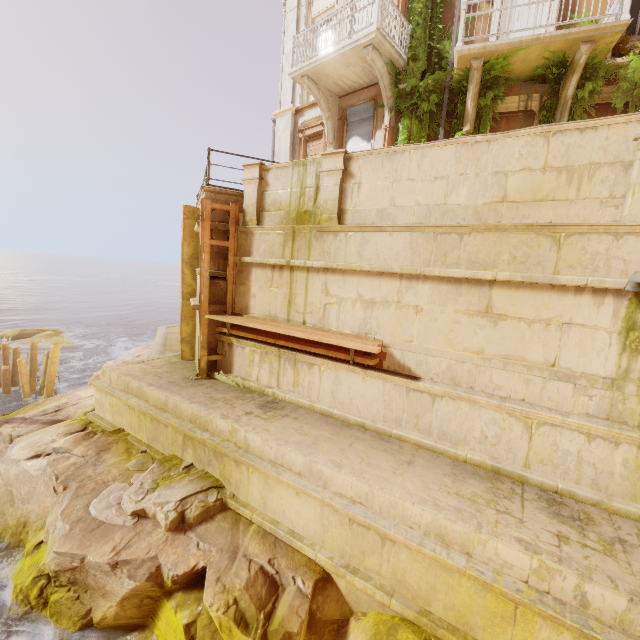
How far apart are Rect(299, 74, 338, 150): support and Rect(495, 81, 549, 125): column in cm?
508

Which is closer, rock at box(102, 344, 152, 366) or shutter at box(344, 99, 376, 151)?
shutter at box(344, 99, 376, 151)

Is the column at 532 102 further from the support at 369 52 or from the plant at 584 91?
the support at 369 52

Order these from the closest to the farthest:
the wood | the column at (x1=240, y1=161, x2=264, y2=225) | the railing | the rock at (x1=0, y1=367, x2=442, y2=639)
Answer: the rock at (x1=0, y1=367, x2=442, y2=639), the railing, the column at (x1=240, y1=161, x2=264, y2=225), the wood

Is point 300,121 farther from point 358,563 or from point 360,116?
point 358,563

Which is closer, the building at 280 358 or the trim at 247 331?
the building at 280 358

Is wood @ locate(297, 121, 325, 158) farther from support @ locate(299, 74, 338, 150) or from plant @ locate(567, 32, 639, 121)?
plant @ locate(567, 32, 639, 121)

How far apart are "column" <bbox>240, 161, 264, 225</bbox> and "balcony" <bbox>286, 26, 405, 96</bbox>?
4.60m
